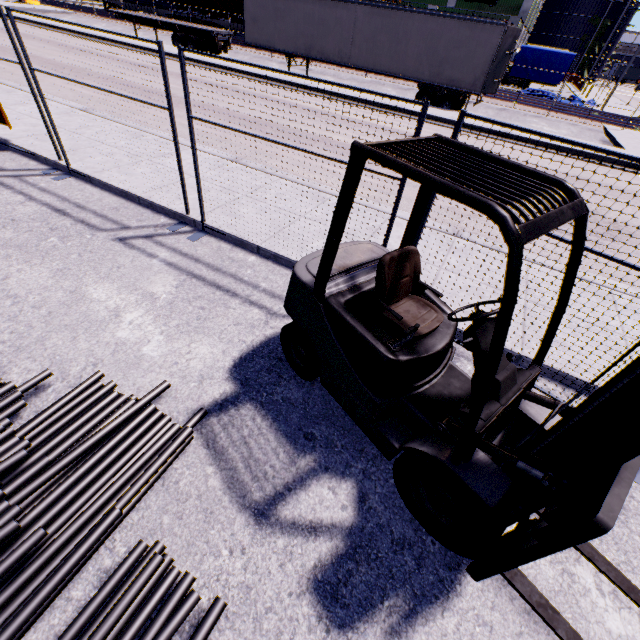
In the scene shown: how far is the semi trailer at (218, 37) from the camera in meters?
21.8 m

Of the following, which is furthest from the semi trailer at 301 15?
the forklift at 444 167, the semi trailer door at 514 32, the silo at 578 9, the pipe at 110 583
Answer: the silo at 578 9

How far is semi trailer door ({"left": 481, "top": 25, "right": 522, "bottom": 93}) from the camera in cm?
1496

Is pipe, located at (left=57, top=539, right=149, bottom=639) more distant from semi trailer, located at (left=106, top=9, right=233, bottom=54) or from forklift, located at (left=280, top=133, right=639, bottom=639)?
semi trailer, located at (left=106, top=9, right=233, bottom=54)

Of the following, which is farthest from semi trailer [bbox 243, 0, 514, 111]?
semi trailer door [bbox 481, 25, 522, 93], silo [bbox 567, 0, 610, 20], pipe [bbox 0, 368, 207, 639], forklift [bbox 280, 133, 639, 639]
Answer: silo [bbox 567, 0, 610, 20]

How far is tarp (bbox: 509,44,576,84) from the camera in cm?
2459

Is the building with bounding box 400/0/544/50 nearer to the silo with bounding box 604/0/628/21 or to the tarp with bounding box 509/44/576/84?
the silo with bounding box 604/0/628/21

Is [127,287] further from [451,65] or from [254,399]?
[451,65]
